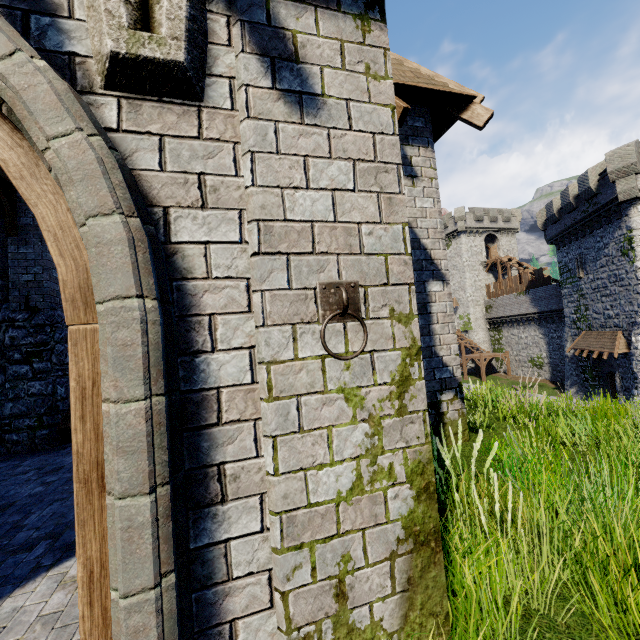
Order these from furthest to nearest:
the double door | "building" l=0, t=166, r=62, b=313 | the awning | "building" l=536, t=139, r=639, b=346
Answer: the awning → "building" l=536, t=139, r=639, b=346 → "building" l=0, t=166, r=62, b=313 → the double door

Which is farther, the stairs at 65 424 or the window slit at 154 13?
the stairs at 65 424

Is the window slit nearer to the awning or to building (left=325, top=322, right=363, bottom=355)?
building (left=325, top=322, right=363, bottom=355)

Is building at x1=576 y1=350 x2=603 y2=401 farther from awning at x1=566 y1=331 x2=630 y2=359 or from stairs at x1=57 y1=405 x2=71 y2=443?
stairs at x1=57 y1=405 x2=71 y2=443

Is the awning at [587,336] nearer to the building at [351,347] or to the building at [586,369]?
the building at [586,369]

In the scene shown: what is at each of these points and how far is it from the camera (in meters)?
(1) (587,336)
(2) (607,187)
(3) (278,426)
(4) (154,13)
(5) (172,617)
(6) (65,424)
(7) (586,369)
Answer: (1) awning, 25.00
(2) building, 20.91
(3) building, 1.62
(4) window slit, 1.58
(5) double door, 1.28
(6) stairs, 7.43
(7) building, 26.16

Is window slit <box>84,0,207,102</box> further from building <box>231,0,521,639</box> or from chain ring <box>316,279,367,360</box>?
chain ring <box>316,279,367,360</box>

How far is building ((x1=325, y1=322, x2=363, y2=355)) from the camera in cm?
174
